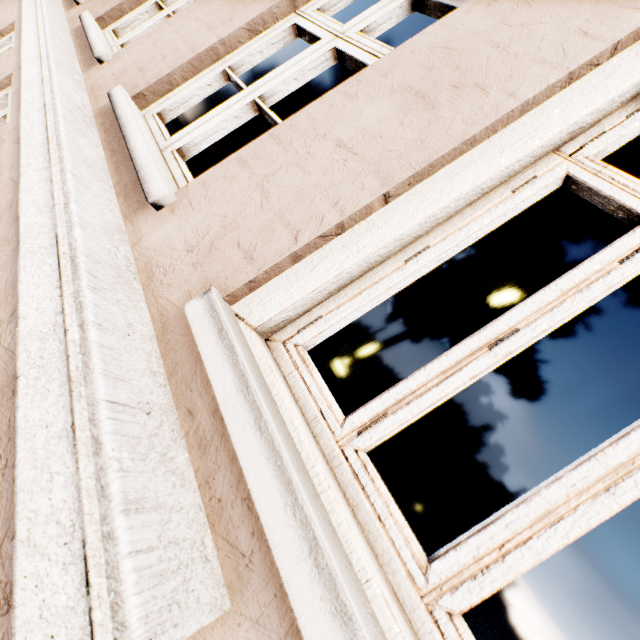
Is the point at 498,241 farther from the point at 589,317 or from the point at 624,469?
the point at 624,469
